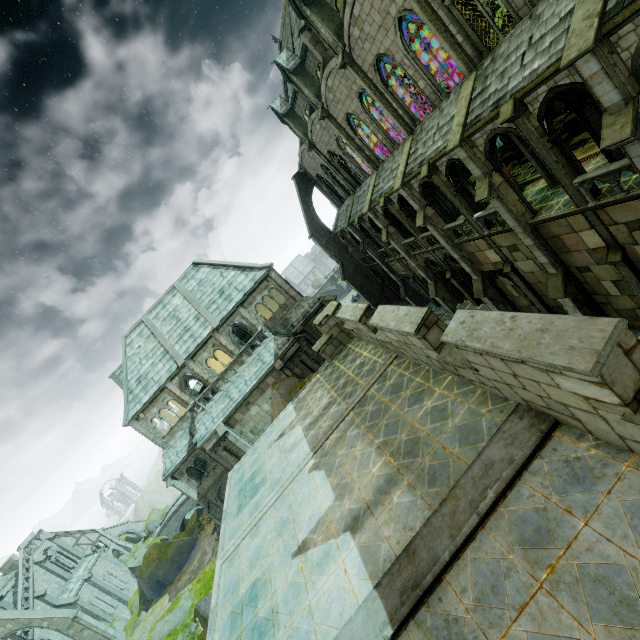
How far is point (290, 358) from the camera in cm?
2728

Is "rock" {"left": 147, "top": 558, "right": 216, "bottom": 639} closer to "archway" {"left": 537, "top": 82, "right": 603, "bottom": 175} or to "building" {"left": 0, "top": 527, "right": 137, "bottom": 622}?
"archway" {"left": 537, "top": 82, "right": 603, "bottom": 175}

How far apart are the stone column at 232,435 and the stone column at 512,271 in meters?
22.3

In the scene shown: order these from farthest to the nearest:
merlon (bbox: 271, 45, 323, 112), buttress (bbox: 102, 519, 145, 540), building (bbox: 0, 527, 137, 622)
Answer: buttress (bbox: 102, 519, 145, 540) → building (bbox: 0, 527, 137, 622) → merlon (bbox: 271, 45, 323, 112)

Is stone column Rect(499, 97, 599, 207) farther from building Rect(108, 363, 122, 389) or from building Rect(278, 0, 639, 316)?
building Rect(108, 363, 122, 389)

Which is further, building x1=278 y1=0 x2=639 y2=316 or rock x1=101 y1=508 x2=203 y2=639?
rock x1=101 y1=508 x2=203 y2=639

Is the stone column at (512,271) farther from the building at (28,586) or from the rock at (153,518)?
the rock at (153,518)

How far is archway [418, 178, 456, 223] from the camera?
20.43m
